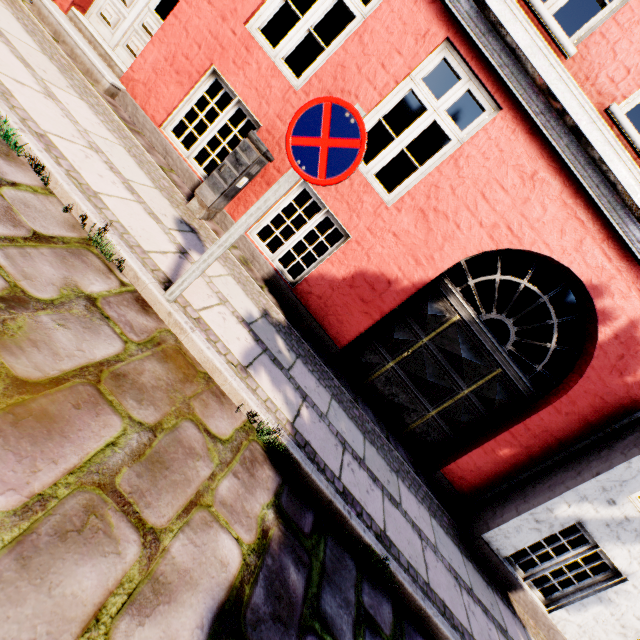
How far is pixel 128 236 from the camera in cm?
274

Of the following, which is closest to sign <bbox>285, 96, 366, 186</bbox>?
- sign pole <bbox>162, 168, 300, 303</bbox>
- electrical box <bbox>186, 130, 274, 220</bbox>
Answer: sign pole <bbox>162, 168, 300, 303</bbox>

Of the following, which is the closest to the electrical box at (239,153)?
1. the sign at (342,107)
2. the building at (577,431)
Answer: the building at (577,431)

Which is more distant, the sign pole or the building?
the building

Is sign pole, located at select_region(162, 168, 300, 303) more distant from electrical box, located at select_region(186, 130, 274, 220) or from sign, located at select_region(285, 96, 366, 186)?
electrical box, located at select_region(186, 130, 274, 220)

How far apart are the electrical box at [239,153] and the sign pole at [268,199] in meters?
2.0

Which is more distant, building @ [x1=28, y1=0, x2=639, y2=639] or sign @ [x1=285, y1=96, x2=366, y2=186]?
building @ [x1=28, y1=0, x2=639, y2=639]

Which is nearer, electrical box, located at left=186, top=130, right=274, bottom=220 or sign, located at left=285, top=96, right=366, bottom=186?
sign, located at left=285, top=96, right=366, bottom=186
